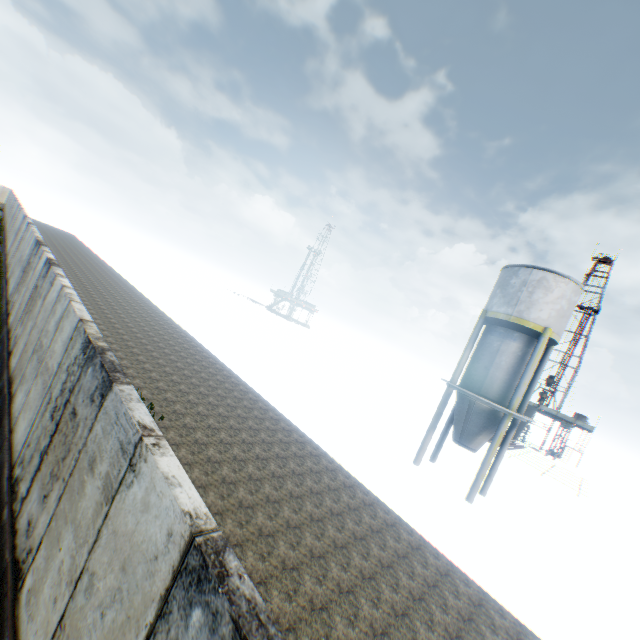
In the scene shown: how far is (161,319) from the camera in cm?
2612

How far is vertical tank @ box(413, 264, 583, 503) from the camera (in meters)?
16.52

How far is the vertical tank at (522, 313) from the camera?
16.52m
